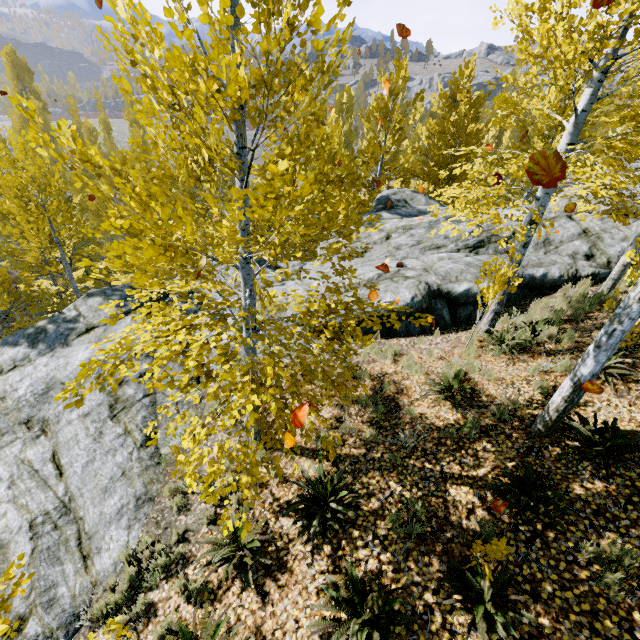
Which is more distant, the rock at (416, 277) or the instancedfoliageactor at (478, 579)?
the rock at (416, 277)

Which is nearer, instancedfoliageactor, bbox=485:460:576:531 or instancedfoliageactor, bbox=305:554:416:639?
instancedfoliageactor, bbox=305:554:416:639

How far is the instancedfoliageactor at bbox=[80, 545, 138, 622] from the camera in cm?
431

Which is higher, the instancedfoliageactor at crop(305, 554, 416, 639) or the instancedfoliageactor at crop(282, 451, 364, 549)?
the instancedfoliageactor at crop(305, 554, 416, 639)

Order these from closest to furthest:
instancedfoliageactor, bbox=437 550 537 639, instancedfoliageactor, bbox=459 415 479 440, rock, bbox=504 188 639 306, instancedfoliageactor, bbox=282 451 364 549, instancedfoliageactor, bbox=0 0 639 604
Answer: instancedfoliageactor, bbox=0 0 639 604 → instancedfoliageactor, bbox=437 550 537 639 → instancedfoliageactor, bbox=282 451 364 549 → instancedfoliageactor, bbox=459 415 479 440 → rock, bbox=504 188 639 306

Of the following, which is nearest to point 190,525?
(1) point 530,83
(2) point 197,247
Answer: (2) point 197,247

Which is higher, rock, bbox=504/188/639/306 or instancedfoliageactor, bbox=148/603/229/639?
rock, bbox=504/188/639/306

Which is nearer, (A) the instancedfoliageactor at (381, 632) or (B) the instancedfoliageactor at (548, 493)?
(A) the instancedfoliageactor at (381, 632)
